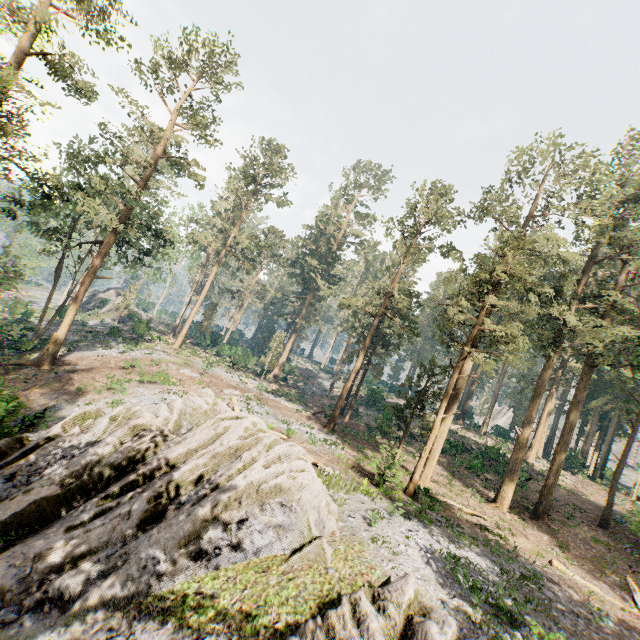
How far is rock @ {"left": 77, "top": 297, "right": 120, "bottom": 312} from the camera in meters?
53.8 m

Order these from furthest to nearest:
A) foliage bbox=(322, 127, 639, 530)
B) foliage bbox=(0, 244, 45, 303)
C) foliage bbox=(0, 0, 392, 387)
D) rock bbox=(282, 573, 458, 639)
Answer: foliage bbox=(0, 244, 45, 303), foliage bbox=(322, 127, 639, 530), foliage bbox=(0, 0, 392, 387), rock bbox=(282, 573, 458, 639)

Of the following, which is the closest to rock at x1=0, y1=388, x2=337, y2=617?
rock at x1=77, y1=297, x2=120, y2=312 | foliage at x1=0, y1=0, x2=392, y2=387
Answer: foliage at x1=0, y1=0, x2=392, y2=387

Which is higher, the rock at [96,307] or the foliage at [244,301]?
→ the foliage at [244,301]

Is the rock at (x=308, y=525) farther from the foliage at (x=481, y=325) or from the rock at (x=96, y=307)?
the rock at (x=96, y=307)

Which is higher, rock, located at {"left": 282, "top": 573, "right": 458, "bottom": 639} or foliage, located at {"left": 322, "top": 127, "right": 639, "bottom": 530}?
foliage, located at {"left": 322, "top": 127, "right": 639, "bottom": 530}

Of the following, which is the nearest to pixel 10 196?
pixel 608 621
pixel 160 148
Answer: pixel 160 148

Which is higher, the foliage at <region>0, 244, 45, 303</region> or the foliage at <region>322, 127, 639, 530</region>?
the foliage at <region>322, 127, 639, 530</region>
